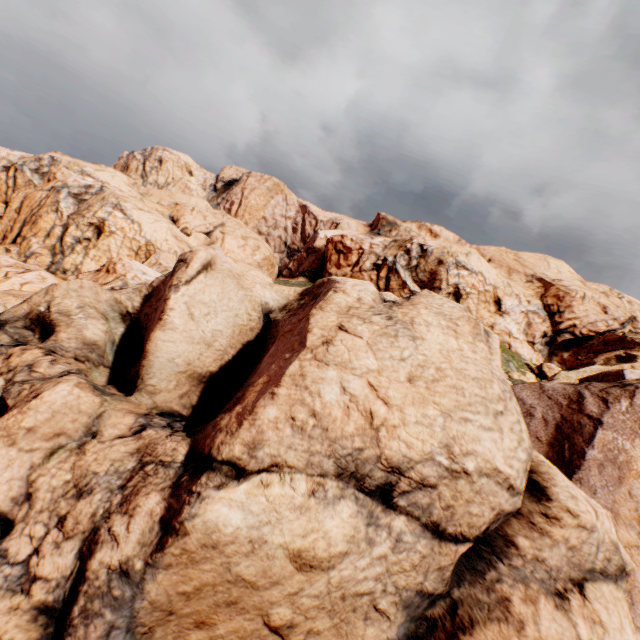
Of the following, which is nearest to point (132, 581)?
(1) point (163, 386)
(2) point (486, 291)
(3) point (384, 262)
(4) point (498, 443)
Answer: (1) point (163, 386)
